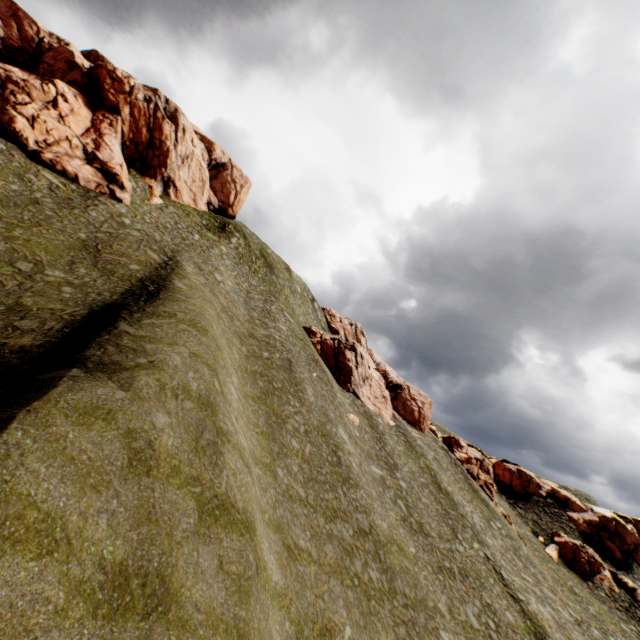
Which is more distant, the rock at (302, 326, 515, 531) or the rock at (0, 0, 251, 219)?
the rock at (302, 326, 515, 531)

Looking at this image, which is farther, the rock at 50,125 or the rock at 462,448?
the rock at 462,448

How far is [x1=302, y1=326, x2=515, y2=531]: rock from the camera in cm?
4453

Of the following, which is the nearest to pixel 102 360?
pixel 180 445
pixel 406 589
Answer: pixel 180 445

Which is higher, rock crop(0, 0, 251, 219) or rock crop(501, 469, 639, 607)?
rock crop(0, 0, 251, 219)
